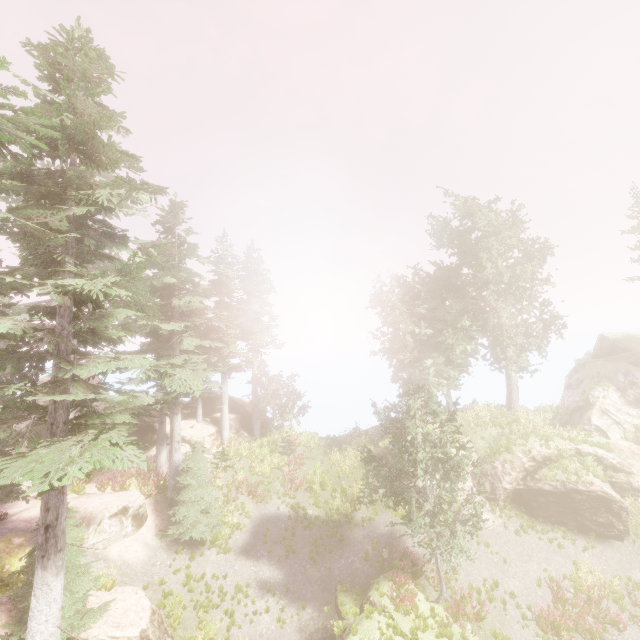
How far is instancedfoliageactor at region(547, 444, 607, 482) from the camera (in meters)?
18.56

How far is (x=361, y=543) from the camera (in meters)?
18.20

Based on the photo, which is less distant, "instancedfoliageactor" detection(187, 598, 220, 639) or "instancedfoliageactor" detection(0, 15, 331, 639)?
"instancedfoliageactor" detection(0, 15, 331, 639)

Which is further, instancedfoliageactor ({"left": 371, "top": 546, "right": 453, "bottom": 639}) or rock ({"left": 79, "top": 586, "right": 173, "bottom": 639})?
instancedfoliageactor ({"left": 371, "top": 546, "right": 453, "bottom": 639})

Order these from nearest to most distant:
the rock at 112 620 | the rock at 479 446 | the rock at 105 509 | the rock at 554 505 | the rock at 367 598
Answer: the rock at 112 620
the rock at 367 598
the rock at 105 509
the rock at 554 505
the rock at 479 446

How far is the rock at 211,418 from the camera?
23.56m

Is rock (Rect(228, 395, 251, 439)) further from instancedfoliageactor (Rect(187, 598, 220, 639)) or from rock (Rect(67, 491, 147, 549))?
rock (Rect(67, 491, 147, 549))
